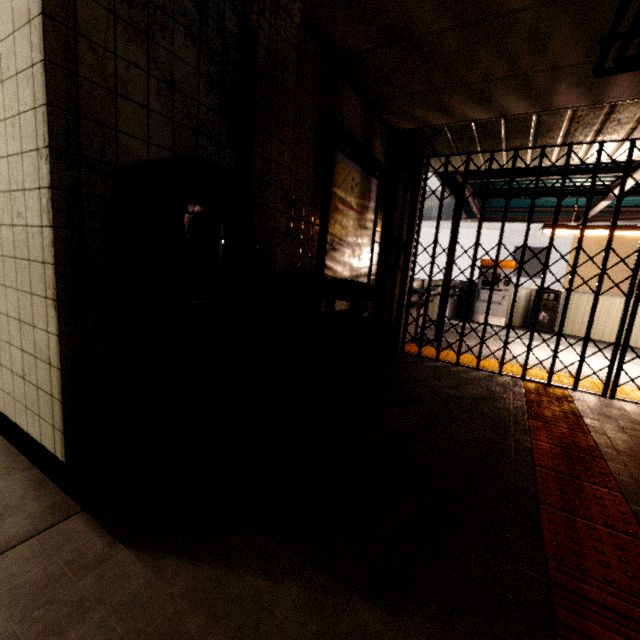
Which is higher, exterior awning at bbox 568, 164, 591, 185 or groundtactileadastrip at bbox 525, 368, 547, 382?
exterior awning at bbox 568, 164, 591, 185

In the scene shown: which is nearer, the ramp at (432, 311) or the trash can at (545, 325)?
the trash can at (545, 325)

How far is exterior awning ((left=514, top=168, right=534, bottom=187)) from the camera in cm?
532

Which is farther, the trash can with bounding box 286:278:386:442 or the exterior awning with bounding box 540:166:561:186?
the exterior awning with bounding box 540:166:561:186

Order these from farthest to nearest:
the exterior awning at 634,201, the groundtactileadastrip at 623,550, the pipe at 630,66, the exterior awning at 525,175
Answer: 1. the exterior awning at 634,201
2. the exterior awning at 525,175
3. the pipe at 630,66
4. the groundtactileadastrip at 623,550

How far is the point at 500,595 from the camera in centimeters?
136cm

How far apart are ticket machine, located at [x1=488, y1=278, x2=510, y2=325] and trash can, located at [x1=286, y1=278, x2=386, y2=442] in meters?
8.0

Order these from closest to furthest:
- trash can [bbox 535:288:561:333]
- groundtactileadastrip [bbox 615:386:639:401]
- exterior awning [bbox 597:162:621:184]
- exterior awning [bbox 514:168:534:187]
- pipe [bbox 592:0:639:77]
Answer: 1. pipe [bbox 592:0:639:77]
2. groundtactileadastrip [bbox 615:386:639:401]
3. exterior awning [bbox 597:162:621:184]
4. exterior awning [bbox 514:168:534:187]
5. trash can [bbox 535:288:561:333]
